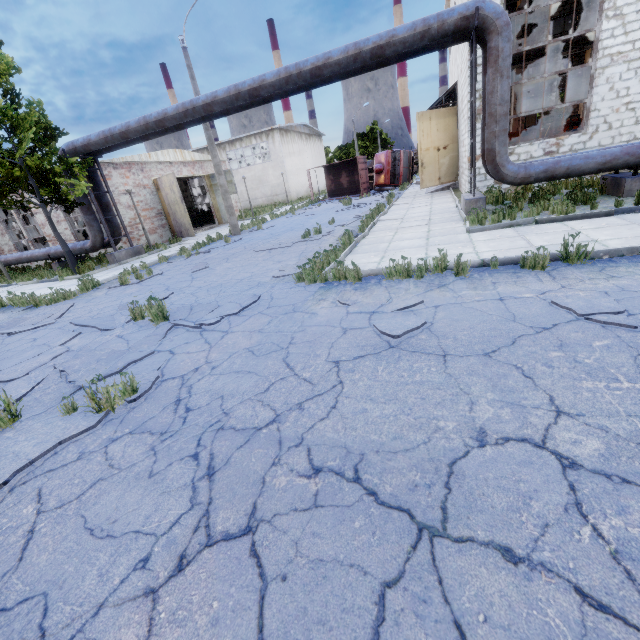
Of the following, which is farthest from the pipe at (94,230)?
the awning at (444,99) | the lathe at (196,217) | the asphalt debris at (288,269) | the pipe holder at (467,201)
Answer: the lathe at (196,217)

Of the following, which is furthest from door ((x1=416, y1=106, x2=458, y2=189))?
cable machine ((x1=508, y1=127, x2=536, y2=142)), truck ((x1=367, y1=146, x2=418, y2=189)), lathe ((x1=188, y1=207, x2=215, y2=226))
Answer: lathe ((x1=188, y1=207, x2=215, y2=226))

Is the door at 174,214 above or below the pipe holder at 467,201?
above

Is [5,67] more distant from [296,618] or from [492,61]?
[296,618]

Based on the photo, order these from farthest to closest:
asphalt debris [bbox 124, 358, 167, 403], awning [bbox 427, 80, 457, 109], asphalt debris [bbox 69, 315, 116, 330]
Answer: awning [bbox 427, 80, 457, 109]
asphalt debris [bbox 69, 315, 116, 330]
asphalt debris [bbox 124, 358, 167, 403]

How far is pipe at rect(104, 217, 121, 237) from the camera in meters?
16.0

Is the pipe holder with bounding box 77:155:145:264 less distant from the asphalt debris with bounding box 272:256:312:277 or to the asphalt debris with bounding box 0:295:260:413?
the asphalt debris with bounding box 0:295:260:413

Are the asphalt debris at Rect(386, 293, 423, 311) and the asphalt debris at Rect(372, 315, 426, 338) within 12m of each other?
yes
